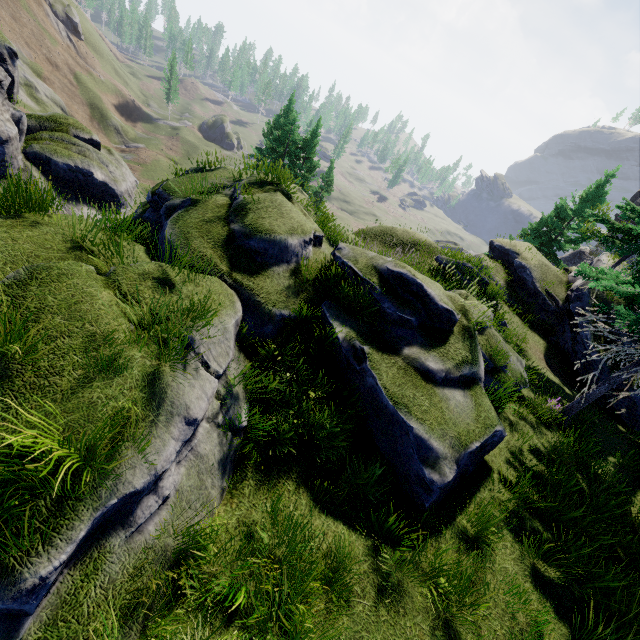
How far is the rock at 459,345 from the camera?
5.84m

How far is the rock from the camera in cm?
584

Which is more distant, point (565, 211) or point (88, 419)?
point (565, 211)
